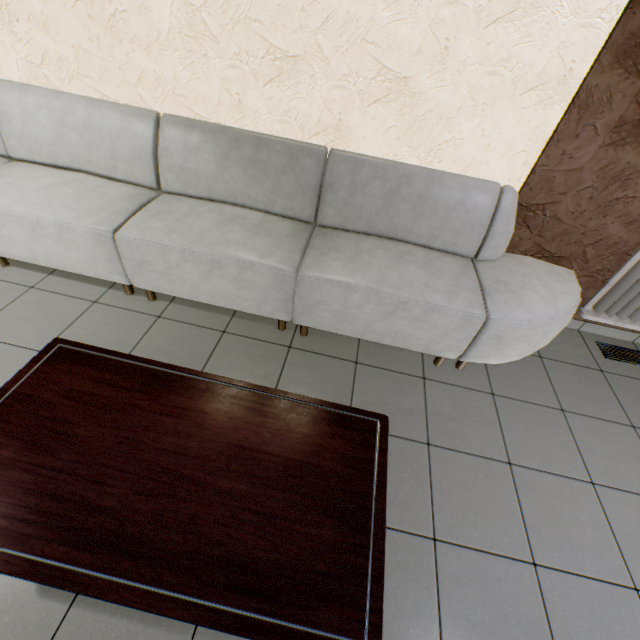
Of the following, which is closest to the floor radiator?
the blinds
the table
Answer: the blinds

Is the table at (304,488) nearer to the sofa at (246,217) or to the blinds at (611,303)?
the sofa at (246,217)

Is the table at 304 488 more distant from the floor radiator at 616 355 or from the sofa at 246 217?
the floor radiator at 616 355

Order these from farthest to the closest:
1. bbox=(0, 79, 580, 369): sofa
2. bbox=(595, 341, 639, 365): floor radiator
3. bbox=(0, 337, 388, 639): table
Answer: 1. bbox=(595, 341, 639, 365): floor radiator
2. bbox=(0, 79, 580, 369): sofa
3. bbox=(0, 337, 388, 639): table

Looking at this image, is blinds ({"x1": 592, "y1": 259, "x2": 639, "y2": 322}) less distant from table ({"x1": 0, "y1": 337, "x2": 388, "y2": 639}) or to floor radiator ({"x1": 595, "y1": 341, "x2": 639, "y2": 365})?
floor radiator ({"x1": 595, "y1": 341, "x2": 639, "y2": 365})

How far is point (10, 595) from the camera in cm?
126

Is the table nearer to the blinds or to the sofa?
the sofa
